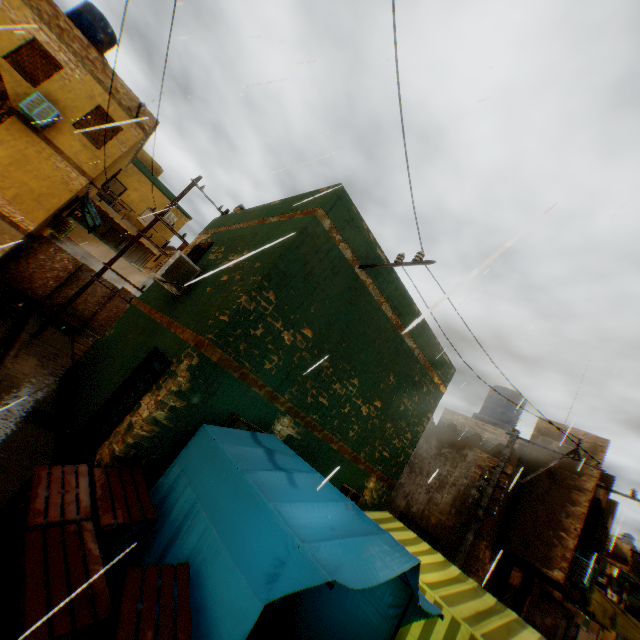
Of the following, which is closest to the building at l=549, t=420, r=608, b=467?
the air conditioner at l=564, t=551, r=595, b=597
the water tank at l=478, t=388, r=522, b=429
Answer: the air conditioner at l=564, t=551, r=595, b=597

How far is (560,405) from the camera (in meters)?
8.26

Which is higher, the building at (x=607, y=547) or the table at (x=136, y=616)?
the building at (x=607, y=547)

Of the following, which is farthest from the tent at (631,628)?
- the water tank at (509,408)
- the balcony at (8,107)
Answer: the water tank at (509,408)

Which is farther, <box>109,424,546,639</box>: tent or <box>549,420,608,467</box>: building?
<box>549,420,608,467</box>: building

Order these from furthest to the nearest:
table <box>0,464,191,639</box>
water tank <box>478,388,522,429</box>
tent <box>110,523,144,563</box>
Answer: water tank <box>478,388,522,429</box> < tent <box>110,523,144,563</box> < table <box>0,464,191,639</box>

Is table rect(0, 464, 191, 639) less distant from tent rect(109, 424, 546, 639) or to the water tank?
tent rect(109, 424, 546, 639)

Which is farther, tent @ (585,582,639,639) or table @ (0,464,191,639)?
tent @ (585,582,639,639)
